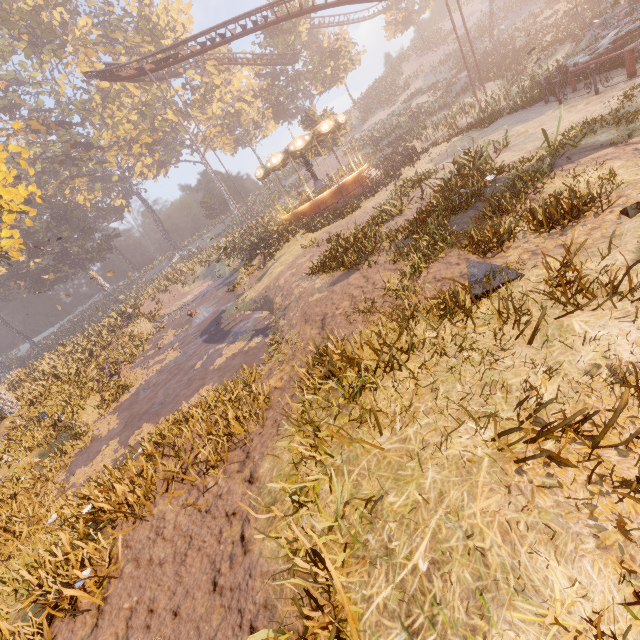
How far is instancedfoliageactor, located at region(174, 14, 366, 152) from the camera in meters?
43.9 m

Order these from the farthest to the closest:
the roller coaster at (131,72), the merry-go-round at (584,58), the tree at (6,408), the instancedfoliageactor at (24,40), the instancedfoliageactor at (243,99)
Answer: the instancedfoliageactor at (243,99)
the roller coaster at (131,72)
the tree at (6,408)
the merry-go-round at (584,58)
the instancedfoliageactor at (24,40)

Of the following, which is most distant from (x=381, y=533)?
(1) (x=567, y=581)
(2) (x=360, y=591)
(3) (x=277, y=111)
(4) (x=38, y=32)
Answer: (4) (x=38, y=32)

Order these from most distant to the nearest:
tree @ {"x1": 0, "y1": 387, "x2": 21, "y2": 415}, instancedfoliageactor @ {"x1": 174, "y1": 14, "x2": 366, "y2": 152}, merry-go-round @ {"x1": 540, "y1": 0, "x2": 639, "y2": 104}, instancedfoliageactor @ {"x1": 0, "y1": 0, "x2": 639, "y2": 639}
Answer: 1. instancedfoliageactor @ {"x1": 174, "y1": 14, "x2": 366, "y2": 152}
2. tree @ {"x1": 0, "y1": 387, "x2": 21, "y2": 415}
3. merry-go-round @ {"x1": 540, "y1": 0, "x2": 639, "y2": 104}
4. instancedfoliageactor @ {"x1": 0, "y1": 0, "x2": 639, "y2": 639}

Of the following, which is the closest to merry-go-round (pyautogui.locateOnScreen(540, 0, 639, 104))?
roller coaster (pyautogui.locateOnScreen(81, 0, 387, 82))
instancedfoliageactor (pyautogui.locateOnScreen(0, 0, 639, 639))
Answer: roller coaster (pyautogui.locateOnScreen(81, 0, 387, 82))

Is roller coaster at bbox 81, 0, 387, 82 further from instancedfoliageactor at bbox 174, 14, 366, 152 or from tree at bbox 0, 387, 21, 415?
tree at bbox 0, 387, 21, 415

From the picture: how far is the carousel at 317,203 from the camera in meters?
21.1 m

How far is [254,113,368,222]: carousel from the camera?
21.08m
